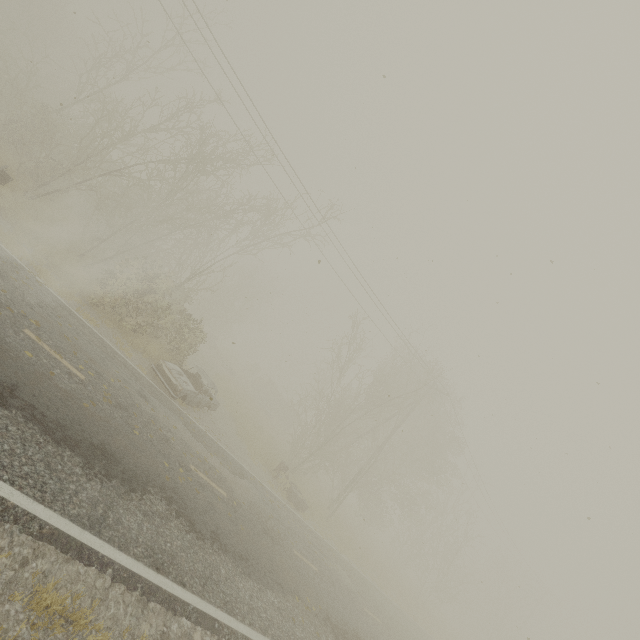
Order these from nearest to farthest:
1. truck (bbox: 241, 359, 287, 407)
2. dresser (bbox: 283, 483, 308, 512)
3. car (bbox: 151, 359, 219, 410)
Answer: car (bbox: 151, 359, 219, 410), dresser (bbox: 283, 483, 308, 512), truck (bbox: 241, 359, 287, 407)

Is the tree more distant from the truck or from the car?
the truck

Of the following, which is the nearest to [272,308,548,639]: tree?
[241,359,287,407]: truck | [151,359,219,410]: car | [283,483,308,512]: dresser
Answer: [283,483,308,512]: dresser

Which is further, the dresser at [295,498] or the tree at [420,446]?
the tree at [420,446]

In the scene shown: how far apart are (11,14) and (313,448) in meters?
50.4

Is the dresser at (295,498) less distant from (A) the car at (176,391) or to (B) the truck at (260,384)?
Answer: (A) the car at (176,391)
